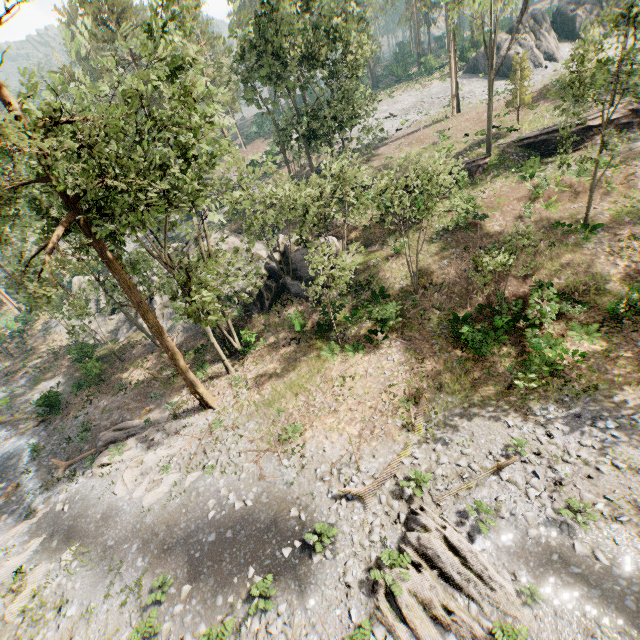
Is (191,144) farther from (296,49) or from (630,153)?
(630,153)

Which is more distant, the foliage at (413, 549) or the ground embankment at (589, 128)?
the ground embankment at (589, 128)

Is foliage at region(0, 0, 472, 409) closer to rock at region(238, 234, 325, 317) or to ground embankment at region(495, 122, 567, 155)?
ground embankment at region(495, 122, 567, 155)

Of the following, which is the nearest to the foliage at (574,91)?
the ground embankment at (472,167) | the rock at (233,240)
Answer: the ground embankment at (472,167)

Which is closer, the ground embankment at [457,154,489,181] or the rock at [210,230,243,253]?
the ground embankment at [457,154,489,181]

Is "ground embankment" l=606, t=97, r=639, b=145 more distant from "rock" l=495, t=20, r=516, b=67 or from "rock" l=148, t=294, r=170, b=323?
"rock" l=495, t=20, r=516, b=67

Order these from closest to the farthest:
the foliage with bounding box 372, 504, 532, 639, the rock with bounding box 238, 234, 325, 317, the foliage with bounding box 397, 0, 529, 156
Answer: the foliage with bounding box 372, 504, 532, 639 → the foliage with bounding box 397, 0, 529, 156 → the rock with bounding box 238, 234, 325, 317

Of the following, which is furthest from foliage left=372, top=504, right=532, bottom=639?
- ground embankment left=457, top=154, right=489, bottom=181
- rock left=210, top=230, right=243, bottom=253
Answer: rock left=210, top=230, right=243, bottom=253
